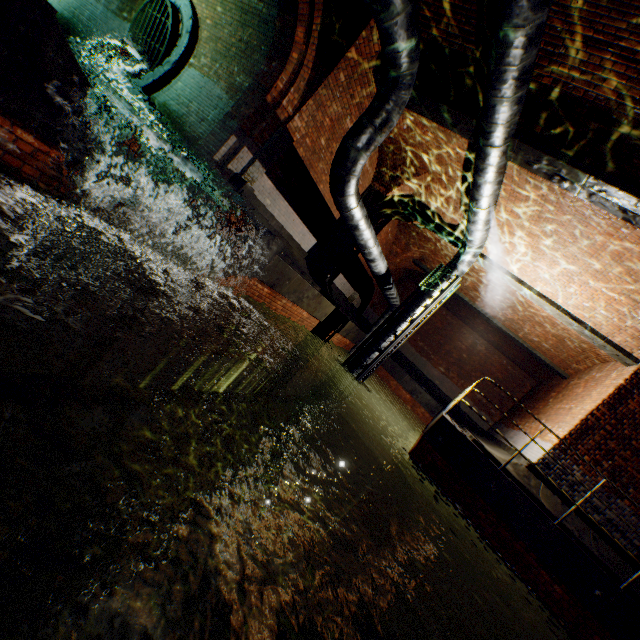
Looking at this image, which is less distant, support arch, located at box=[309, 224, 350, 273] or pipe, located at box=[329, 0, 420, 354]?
pipe, located at box=[329, 0, 420, 354]

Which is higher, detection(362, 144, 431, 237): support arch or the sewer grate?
detection(362, 144, 431, 237): support arch

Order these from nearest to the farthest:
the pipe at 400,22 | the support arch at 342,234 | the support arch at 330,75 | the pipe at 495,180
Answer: the pipe at 495,180 < the pipe at 400,22 < the support arch at 330,75 < the support arch at 342,234

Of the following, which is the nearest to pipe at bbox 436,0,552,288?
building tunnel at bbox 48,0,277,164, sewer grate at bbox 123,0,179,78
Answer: building tunnel at bbox 48,0,277,164

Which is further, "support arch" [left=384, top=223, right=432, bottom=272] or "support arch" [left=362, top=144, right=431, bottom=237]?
"support arch" [left=384, top=223, right=432, bottom=272]

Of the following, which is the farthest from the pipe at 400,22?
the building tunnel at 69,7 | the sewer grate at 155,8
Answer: the sewer grate at 155,8

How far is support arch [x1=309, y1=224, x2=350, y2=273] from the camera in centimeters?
1209cm

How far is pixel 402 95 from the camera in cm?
577
